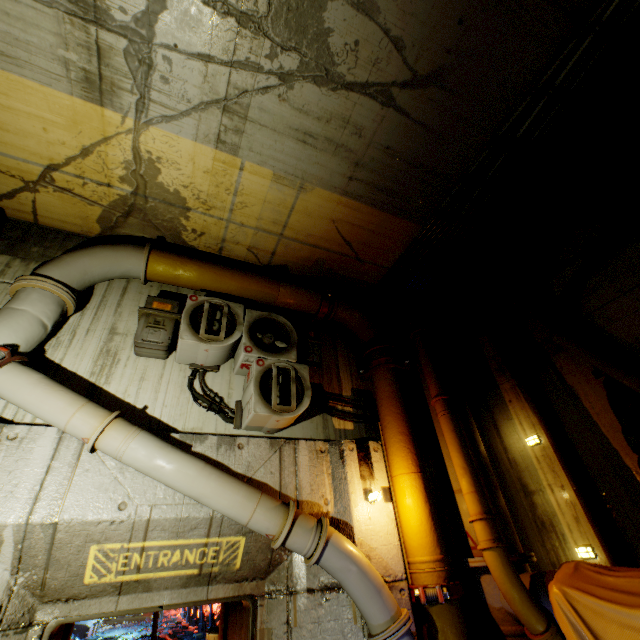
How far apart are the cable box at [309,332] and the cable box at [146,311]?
1.7m

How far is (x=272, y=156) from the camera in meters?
4.4

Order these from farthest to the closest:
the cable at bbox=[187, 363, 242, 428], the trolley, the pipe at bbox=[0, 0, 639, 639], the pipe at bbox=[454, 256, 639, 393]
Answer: the trolley < the cable at bbox=[187, 363, 242, 428] < the pipe at bbox=[454, 256, 639, 393] < the pipe at bbox=[0, 0, 639, 639]

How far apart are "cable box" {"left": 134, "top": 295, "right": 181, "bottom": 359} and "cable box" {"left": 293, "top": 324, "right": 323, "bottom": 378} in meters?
1.7

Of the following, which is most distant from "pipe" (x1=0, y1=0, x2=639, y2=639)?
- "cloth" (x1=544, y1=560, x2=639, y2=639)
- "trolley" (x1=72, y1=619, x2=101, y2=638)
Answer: "trolley" (x1=72, y1=619, x2=101, y2=638)

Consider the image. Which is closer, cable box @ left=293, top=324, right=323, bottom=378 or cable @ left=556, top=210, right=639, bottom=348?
cable @ left=556, top=210, right=639, bottom=348

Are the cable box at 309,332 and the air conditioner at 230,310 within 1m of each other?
yes

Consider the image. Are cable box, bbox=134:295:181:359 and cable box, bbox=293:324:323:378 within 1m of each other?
no
